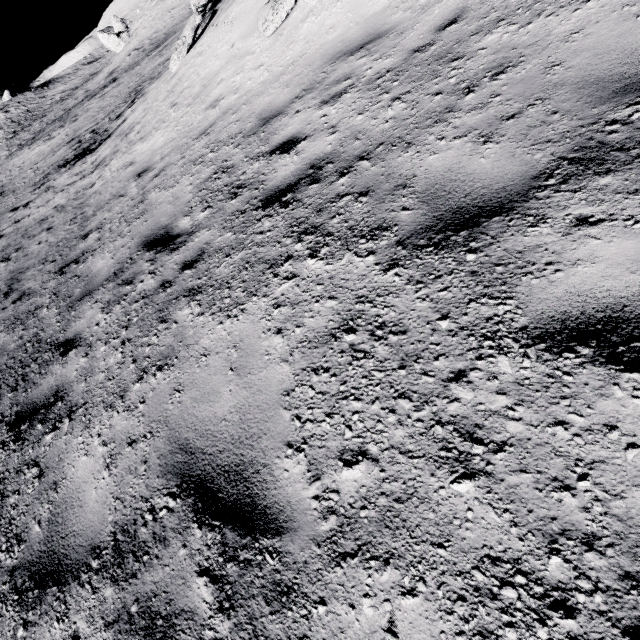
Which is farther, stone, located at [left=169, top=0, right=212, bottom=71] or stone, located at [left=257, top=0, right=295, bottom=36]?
stone, located at [left=169, top=0, right=212, bottom=71]

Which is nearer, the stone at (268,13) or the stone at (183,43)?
the stone at (268,13)

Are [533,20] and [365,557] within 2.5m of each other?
no
